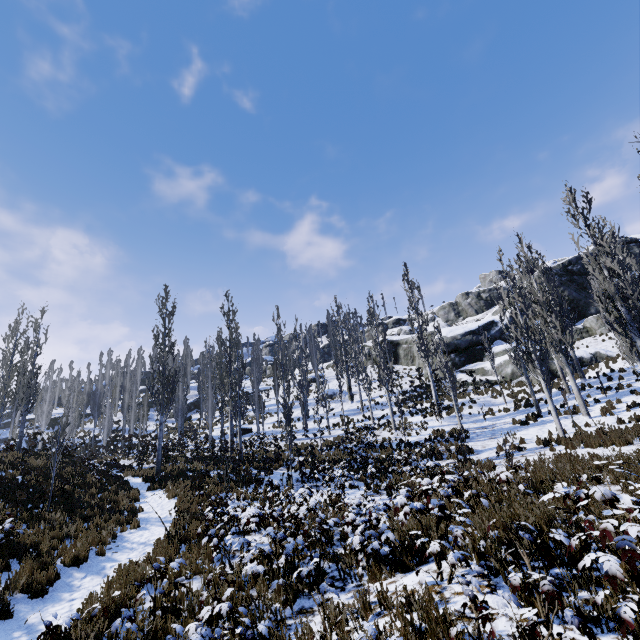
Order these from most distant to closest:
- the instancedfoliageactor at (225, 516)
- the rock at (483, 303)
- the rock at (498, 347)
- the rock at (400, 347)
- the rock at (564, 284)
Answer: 1. the rock at (483, 303)
2. the rock at (400, 347)
3. the rock at (564, 284)
4. the rock at (498, 347)
5. the instancedfoliageactor at (225, 516)

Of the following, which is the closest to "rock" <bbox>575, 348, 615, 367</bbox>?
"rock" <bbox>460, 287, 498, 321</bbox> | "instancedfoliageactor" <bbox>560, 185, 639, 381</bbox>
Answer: "instancedfoliageactor" <bbox>560, 185, 639, 381</bbox>

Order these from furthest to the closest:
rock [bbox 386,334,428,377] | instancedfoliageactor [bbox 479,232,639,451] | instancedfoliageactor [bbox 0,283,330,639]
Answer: rock [bbox 386,334,428,377] < instancedfoliageactor [bbox 479,232,639,451] < instancedfoliageactor [bbox 0,283,330,639]

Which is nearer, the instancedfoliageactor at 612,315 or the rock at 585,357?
the instancedfoliageactor at 612,315

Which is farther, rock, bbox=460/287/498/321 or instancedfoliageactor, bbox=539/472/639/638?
rock, bbox=460/287/498/321

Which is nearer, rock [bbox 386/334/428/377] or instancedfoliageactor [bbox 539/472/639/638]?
instancedfoliageactor [bbox 539/472/639/638]

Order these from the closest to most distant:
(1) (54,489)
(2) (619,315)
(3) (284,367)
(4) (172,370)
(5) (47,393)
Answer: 1. (1) (54,489)
2. (2) (619,315)
3. (5) (47,393)
4. (3) (284,367)
5. (4) (172,370)
